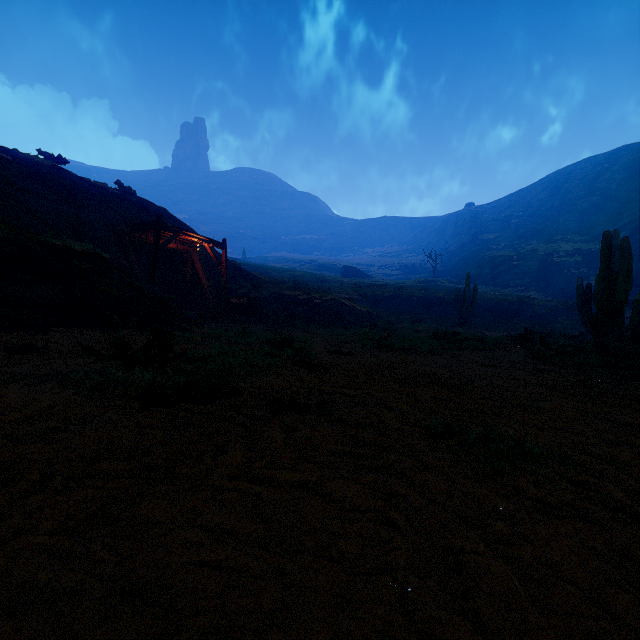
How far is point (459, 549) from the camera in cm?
117

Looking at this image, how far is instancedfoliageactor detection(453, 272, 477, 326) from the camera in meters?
23.8 m

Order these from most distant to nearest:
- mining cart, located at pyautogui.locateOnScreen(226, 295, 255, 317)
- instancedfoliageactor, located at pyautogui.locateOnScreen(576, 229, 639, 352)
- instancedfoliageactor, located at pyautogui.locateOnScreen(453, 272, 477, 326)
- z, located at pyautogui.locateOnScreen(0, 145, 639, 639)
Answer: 1. instancedfoliageactor, located at pyautogui.locateOnScreen(453, 272, 477, 326)
2. mining cart, located at pyautogui.locateOnScreen(226, 295, 255, 317)
3. instancedfoliageactor, located at pyautogui.locateOnScreen(576, 229, 639, 352)
4. z, located at pyautogui.locateOnScreen(0, 145, 639, 639)

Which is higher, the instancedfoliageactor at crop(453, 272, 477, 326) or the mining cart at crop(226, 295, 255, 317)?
the instancedfoliageactor at crop(453, 272, 477, 326)

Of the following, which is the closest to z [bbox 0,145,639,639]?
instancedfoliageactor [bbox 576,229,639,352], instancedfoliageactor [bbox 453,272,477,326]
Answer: instancedfoliageactor [bbox 576,229,639,352]

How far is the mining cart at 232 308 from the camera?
18.80m

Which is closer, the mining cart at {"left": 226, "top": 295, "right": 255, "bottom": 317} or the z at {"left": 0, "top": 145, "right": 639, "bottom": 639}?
the z at {"left": 0, "top": 145, "right": 639, "bottom": 639}

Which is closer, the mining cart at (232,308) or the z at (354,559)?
the z at (354,559)
